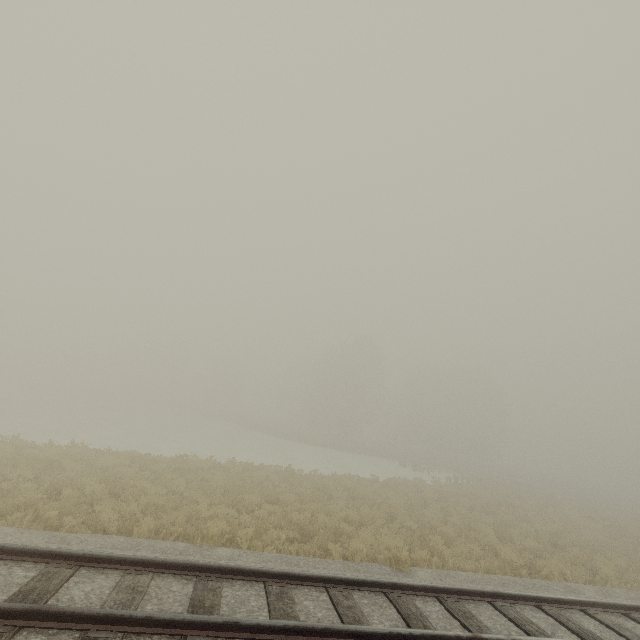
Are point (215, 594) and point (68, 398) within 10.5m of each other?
no
